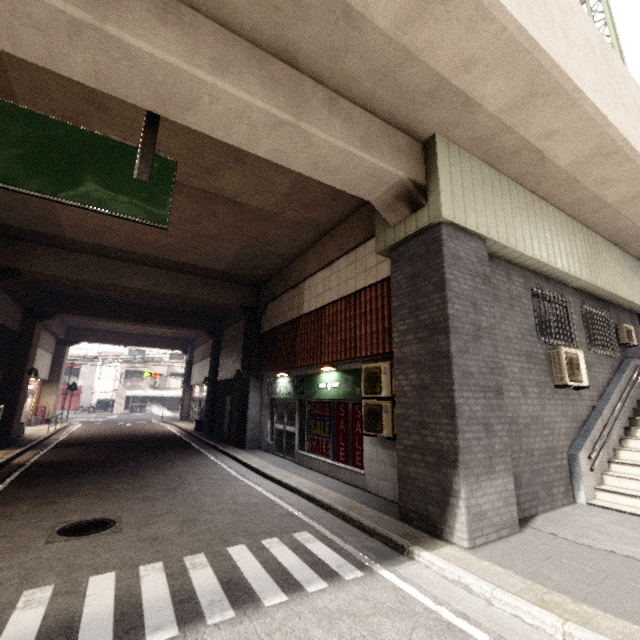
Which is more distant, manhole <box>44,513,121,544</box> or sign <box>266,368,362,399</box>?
sign <box>266,368,362,399</box>

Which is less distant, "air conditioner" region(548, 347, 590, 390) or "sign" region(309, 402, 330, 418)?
"air conditioner" region(548, 347, 590, 390)

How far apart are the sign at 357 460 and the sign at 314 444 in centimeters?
104cm

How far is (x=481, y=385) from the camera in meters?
5.5 m

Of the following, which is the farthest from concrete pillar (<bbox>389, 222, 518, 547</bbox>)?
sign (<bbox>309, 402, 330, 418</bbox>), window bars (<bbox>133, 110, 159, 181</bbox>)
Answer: sign (<bbox>309, 402, 330, 418</bbox>)

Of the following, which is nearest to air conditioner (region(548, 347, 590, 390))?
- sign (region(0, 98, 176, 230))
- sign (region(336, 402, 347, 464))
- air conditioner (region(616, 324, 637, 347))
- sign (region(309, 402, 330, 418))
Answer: air conditioner (region(616, 324, 637, 347))

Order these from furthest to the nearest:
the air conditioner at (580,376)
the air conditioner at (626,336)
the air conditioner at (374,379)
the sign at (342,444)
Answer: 1. the air conditioner at (626,336)
2. the sign at (342,444)
3. the air conditioner at (580,376)
4. the air conditioner at (374,379)

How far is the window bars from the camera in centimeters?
443cm
